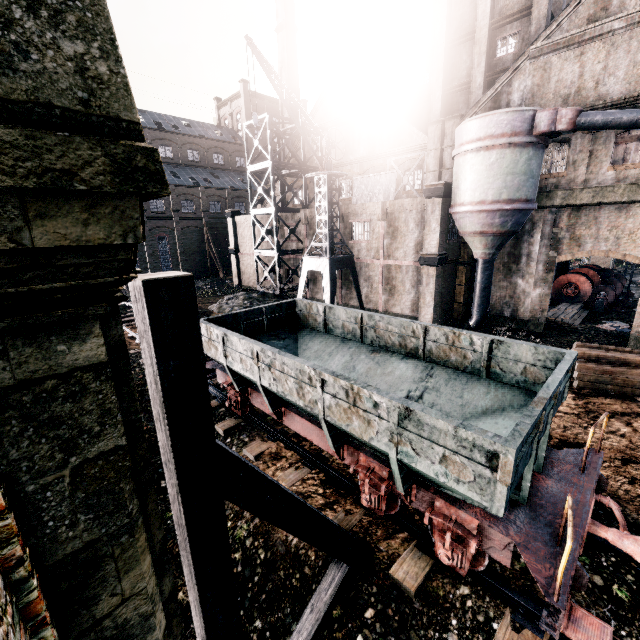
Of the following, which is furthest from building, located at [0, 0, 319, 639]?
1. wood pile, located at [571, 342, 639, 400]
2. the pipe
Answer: the pipe

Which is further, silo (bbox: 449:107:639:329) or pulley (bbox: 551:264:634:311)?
pulley (bbox: 551:264:634:311)

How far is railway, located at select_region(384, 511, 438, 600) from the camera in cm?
664

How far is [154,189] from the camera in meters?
2.2

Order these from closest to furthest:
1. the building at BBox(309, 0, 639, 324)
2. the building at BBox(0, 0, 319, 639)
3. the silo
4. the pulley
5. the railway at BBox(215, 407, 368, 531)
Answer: the building at BBox(0, 0, 319, 639) < the railway at BBox(215, 407, 368, 531) < the silo < the building at BBox(309, 0, 639, 324) < the pulley

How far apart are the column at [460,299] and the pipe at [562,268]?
13.07m

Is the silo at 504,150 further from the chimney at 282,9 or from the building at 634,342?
the chimney at 282,9

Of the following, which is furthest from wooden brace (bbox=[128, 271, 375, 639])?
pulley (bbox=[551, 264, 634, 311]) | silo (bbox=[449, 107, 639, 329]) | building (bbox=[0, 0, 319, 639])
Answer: pulley (bbox=[551, 264, 634, 311])
